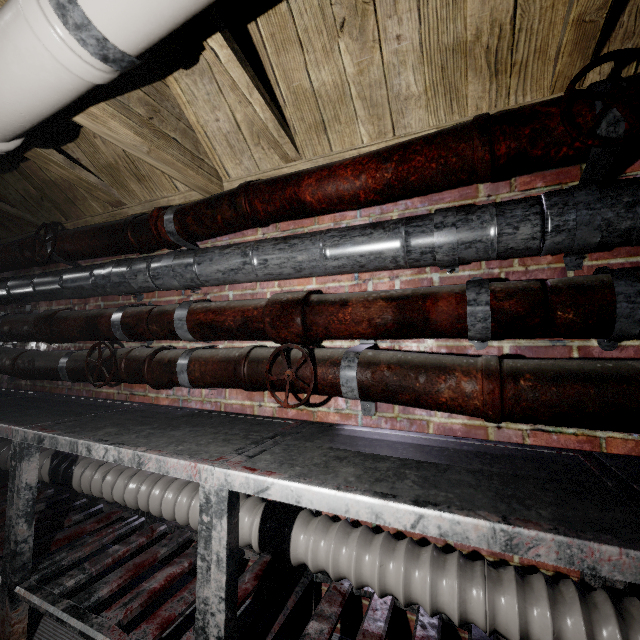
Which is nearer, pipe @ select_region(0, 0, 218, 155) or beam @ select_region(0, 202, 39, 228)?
pipe @ select_region(0, 0, 218, 155)

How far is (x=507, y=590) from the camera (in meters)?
0.91

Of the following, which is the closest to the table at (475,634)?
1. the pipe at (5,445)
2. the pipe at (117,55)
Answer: the pipe at (5,445)

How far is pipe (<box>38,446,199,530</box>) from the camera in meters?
1.5

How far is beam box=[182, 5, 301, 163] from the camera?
0.99m

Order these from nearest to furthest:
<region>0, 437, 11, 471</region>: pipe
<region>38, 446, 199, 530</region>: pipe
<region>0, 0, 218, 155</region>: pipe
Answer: <region>0, 0, 218, 155</region>: pipe < <region>38, 446, 199, 530</region>: pipe < <region>0, 437, 11, 471</region>: pipe

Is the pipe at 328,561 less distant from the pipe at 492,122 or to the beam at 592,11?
the pipe at 492,122

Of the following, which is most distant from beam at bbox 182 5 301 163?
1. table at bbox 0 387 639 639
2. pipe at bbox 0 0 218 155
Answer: table at bbox 0 387 639 639
